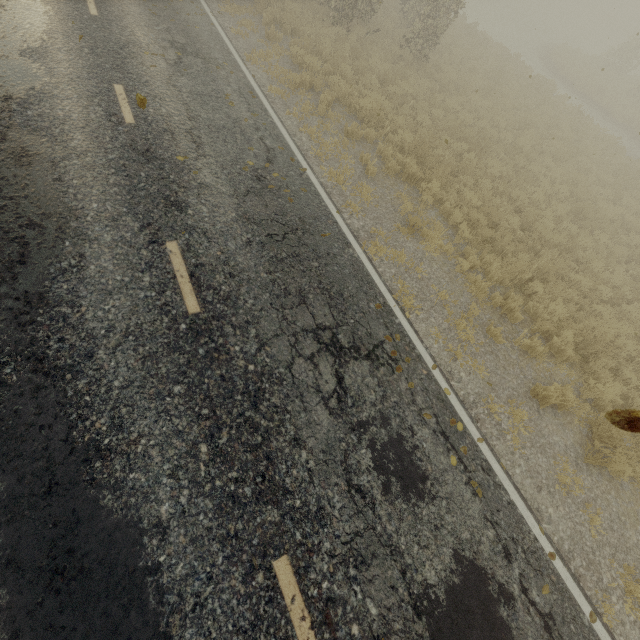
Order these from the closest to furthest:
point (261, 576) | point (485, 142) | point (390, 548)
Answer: point (261, 576), point (390, 548), point (485, 142)
